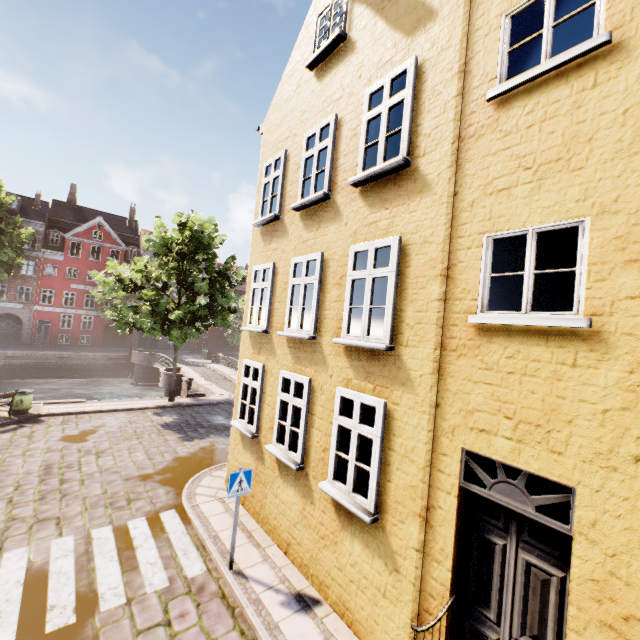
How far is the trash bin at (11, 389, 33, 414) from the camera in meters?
13.3

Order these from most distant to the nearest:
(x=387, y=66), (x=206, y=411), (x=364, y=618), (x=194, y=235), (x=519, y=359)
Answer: (x=206, y=411), (x=194, y=235), (x=387, y=66), (x=364, y=618), (x=519, y=359)

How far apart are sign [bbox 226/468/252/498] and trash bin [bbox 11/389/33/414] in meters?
12.9 m

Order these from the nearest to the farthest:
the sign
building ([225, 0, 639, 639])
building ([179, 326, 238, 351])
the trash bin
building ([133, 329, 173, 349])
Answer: building ([225, 0, 639, 639]) → the sign → the trash bin → building ([133, 329, 173, 349]) → building ([179, 326, 238, 351])

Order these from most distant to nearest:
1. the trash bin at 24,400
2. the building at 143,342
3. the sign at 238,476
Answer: the building at 143,342, the trash bin at 24,400, the sign at 238,476

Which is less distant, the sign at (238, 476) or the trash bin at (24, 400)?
→ the sign at (238, 476)

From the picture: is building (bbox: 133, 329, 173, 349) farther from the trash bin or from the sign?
the sign

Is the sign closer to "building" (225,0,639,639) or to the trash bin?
"building" (225,0,639,639)
